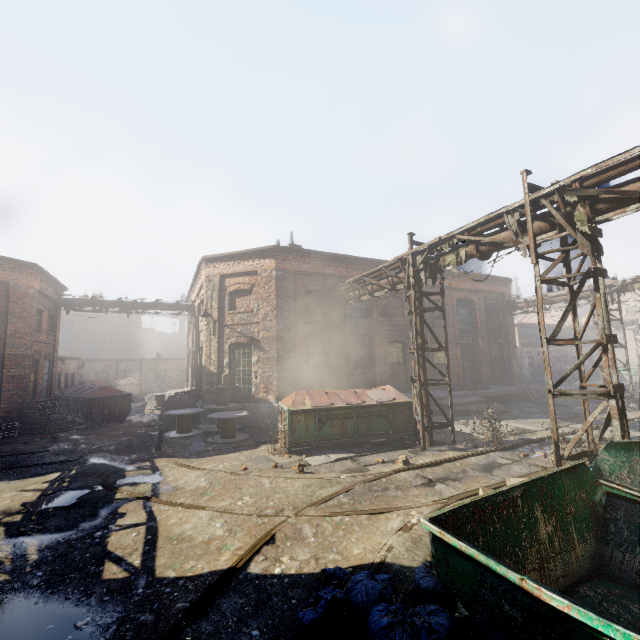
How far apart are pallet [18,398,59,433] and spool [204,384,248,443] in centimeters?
862cm

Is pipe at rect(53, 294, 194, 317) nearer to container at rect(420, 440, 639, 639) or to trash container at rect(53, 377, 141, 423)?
trash container at rect(53, 377, 141, 423)

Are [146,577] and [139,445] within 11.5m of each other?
yes

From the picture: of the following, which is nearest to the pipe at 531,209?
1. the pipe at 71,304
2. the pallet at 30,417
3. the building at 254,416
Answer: the building at 254,416

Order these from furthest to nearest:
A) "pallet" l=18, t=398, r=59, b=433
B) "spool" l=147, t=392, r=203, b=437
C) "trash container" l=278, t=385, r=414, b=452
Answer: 1. "pallet" l=18, t=398, r=59, b=433
2. "spool" l=147, t=392, r=203, b=437
3. "trash container" l=278, t=385, r=414, b=452

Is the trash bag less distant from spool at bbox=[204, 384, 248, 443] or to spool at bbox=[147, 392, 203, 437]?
spool at bbox=[204, 384, 248, 443]

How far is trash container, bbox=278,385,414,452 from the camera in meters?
10.2 m

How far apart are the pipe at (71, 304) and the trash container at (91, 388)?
4.4 meters
